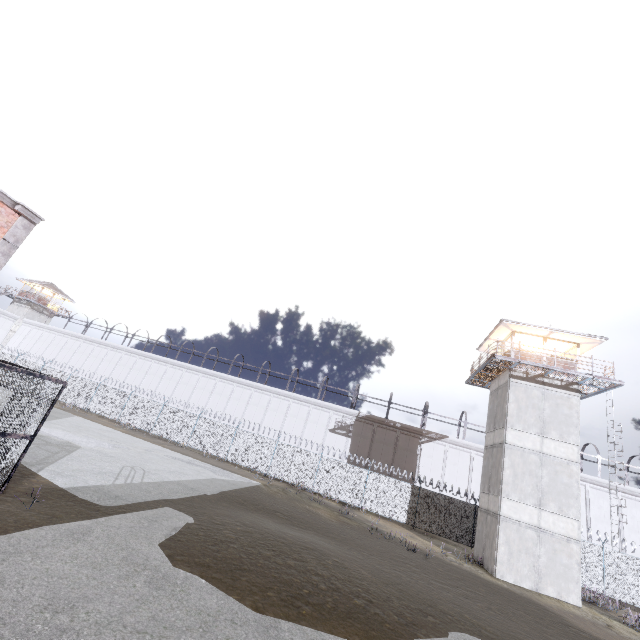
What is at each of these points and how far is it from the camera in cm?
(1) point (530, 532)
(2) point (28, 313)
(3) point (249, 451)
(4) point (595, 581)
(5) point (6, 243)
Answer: (1) building, 1772
(2) building, 4978
(3) fence, 2777
(4) fence, 2091
(5) trim, 943

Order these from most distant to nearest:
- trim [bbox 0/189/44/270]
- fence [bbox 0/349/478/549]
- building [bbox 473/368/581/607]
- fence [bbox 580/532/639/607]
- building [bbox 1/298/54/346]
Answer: building [bbox 1/298/54/346], fence [bbox 0/349/478/549], fence [bbox 580/532/639/607], building [bbox 473/368/581/607], trim [bbox 0/189/44/270]

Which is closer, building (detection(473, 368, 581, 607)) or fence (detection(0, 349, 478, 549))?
building (detection(473, 368, 581, 607))

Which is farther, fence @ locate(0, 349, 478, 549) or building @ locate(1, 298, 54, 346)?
building @ locate(1, 298, 54, 346)

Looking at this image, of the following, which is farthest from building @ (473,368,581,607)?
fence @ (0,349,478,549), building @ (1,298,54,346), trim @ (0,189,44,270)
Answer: building @ (1,298,54,346)

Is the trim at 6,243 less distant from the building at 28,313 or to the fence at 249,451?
the fence at 249,451

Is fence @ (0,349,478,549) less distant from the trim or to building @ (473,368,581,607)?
building @ (473,368,581,607)

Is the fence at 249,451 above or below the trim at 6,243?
below
